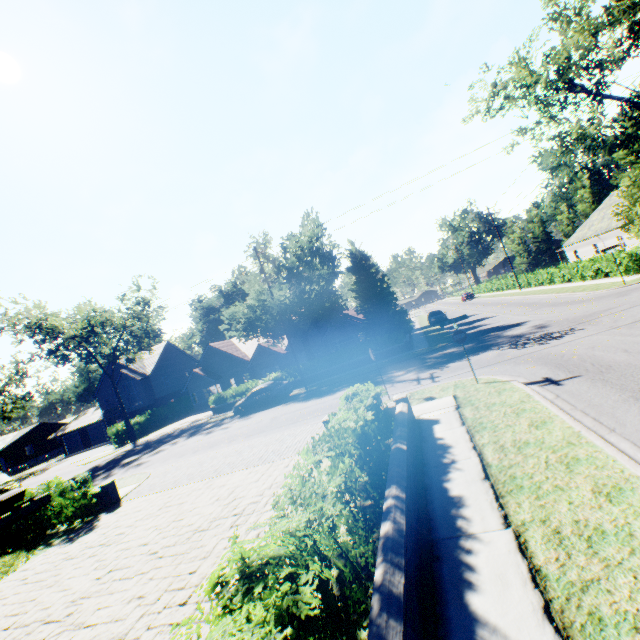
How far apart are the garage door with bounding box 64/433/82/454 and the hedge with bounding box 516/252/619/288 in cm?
6641

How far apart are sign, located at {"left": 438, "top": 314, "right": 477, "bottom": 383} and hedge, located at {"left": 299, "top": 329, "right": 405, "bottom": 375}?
14.9m

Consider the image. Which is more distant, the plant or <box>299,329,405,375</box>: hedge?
the plant

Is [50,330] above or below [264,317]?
above

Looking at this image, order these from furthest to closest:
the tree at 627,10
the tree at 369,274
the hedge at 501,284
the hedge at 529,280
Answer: the hedge at 501,284, the tree at 369,274, the hedge at 529,280, the tree at 627,10

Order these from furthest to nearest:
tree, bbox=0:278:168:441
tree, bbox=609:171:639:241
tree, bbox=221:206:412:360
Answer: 1. tree, bbox=0:278:168:441
2. tree, bbox=221:206:412:360
3. tree, bbox=609:171:639:241

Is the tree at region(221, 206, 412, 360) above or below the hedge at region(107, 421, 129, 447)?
above

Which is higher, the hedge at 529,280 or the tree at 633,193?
the tree at 633,193
